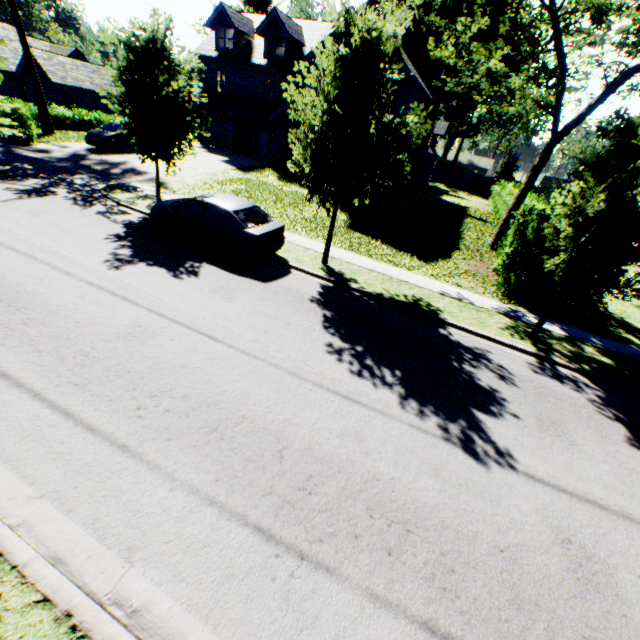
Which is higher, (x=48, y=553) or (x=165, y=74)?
(x=165, y=74)

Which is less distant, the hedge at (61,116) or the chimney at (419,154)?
the chimney at (419,154)

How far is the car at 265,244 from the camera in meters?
10.0 m

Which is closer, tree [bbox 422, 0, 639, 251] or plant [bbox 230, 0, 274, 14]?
tree [bbox 422, 0, 639, 251]

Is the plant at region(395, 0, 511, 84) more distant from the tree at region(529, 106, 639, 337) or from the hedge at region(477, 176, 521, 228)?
the hedge at region(477, 176, 521, 228)

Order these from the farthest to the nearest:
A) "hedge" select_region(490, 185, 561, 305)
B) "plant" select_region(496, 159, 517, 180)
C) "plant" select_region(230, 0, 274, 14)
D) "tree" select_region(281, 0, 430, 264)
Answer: "plant" select_region(496, 159, 517, 180) → "plant" select_region(230, 0, 274, 14) → "hedge" select_region(490, 185, 561, 305) → "tree" select_region(281, 0, 430, 264)

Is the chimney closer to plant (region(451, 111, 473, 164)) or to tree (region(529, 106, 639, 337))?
tree (region(529, 106, 639, 337))

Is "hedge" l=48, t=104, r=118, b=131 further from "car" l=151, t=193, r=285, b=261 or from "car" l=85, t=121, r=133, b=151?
"car" l=151, t=193, r=285, b=261
